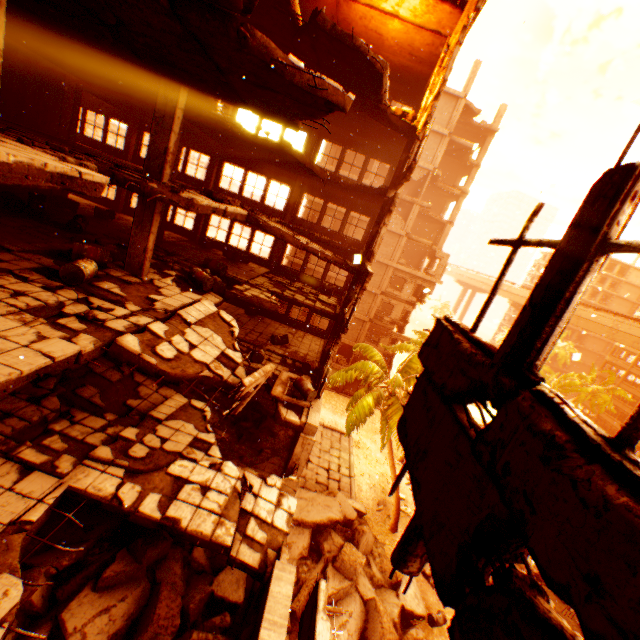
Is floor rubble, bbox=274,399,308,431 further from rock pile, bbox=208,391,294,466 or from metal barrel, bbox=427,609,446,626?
metal barrel, bbox=427,609,446,626

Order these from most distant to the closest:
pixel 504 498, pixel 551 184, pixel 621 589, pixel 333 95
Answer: pixel 551 184 < pixel 333 95 < pixel 504 498 < pixel 621 589

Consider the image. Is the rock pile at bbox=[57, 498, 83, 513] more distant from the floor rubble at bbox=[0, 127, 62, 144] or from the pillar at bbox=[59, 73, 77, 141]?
the pillar at bbox=[59, 73, 77, 141]

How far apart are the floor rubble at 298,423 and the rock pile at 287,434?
0.9m

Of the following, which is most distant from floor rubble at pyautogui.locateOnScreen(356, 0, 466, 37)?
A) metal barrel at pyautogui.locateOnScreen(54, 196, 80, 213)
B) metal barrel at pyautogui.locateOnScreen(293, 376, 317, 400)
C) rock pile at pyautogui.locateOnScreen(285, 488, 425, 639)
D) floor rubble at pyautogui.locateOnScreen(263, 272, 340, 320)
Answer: rock pile at pyautogui.locateOnScreen(285, 488, 425, 639)

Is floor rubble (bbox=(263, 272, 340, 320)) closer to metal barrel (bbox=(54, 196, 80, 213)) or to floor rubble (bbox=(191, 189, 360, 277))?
floor rubble (bbox=(191, 189, 360, 277))

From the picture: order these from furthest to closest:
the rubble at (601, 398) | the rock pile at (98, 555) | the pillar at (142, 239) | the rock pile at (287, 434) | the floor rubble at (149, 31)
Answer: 1. the rubble at (601, 398)
2. the rock pile at (287, 434)
3. the pillar at (142, 239)
4. the rock pile at (98, 555)
5. the floor rubble at (149, 31)

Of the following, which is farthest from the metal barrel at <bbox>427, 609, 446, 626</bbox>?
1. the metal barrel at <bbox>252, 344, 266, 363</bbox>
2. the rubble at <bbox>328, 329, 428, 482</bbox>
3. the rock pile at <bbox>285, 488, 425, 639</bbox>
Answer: the metal barrel at <bbox>252, 344, 266, 363</bbox>
